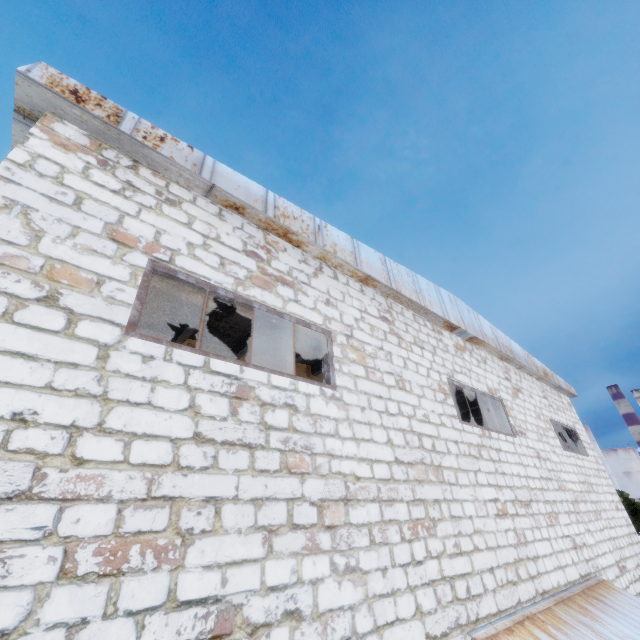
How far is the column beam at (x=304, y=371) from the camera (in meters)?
9.73

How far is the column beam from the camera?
9.7m

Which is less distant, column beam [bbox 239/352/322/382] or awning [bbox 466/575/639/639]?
awning [bbox 466/575/639/639]

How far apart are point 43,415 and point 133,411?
0.6m

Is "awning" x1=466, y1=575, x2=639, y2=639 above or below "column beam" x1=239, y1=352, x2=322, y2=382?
below

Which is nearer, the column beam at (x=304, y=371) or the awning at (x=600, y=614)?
the awning at (x=600, y=614)
